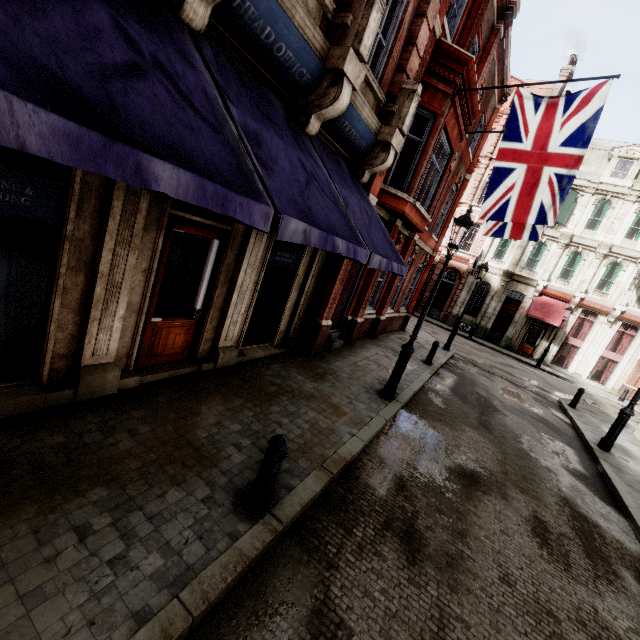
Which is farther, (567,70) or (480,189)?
(480,189)

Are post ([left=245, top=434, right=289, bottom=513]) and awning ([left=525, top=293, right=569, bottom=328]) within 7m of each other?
no

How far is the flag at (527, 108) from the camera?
7.28m

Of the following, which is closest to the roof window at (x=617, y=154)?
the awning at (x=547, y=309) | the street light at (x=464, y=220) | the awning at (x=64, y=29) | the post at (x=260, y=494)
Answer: the awning at (x=547, y=309)

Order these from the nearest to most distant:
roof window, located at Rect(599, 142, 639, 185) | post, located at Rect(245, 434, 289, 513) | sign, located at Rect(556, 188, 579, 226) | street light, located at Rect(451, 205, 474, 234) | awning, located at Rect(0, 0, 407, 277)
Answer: awning, located at Rect(0, 0, 407, 277)
post, located at Rect(245, 434, 289, 513)
street light, located at Rect(451, 205, 474, 234)
roof window, located at Rect(599, 142, 639, 185)
sign, located at Rect(556, 188, 579, 226)

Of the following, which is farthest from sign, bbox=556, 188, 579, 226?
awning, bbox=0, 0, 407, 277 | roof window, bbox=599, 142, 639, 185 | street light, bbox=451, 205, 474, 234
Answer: awning, bbox=0, 0, 407, 277

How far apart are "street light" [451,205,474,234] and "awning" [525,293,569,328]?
21.1 meters

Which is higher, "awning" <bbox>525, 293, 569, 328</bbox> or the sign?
the sign
